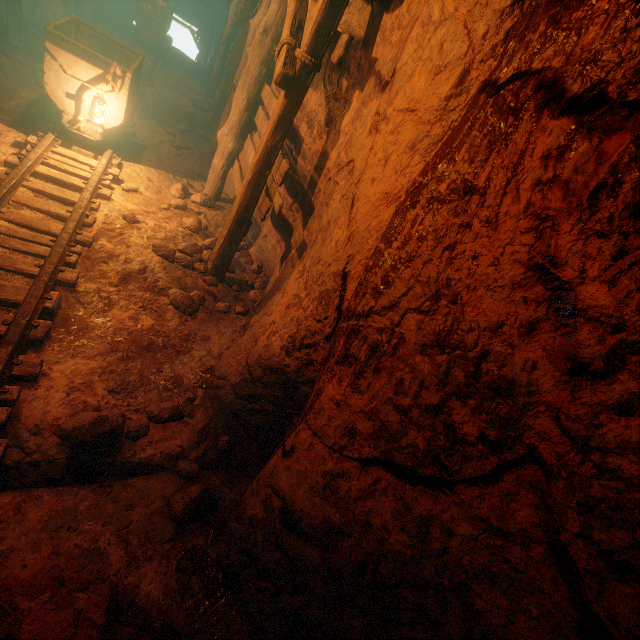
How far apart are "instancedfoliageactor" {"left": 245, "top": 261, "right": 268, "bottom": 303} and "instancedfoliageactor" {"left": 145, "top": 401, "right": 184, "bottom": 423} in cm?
220

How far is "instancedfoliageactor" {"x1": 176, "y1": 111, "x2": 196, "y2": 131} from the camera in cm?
848

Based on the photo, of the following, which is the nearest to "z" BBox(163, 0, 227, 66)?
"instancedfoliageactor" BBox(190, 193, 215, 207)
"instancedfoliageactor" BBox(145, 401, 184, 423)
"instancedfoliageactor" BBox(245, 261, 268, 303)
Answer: "instancedfoliageactor" BBox(190, 193, 215, 207)

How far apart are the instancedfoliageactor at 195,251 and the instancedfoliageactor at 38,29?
8.55m

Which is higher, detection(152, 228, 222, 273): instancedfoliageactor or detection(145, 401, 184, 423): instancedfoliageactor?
detection(152, 228, 222, 273): instancedfoliageactor

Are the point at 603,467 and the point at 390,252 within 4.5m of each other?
yes

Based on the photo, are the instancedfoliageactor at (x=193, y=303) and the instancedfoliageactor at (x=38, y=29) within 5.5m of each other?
no

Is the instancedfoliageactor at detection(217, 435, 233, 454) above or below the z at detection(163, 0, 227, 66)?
below
